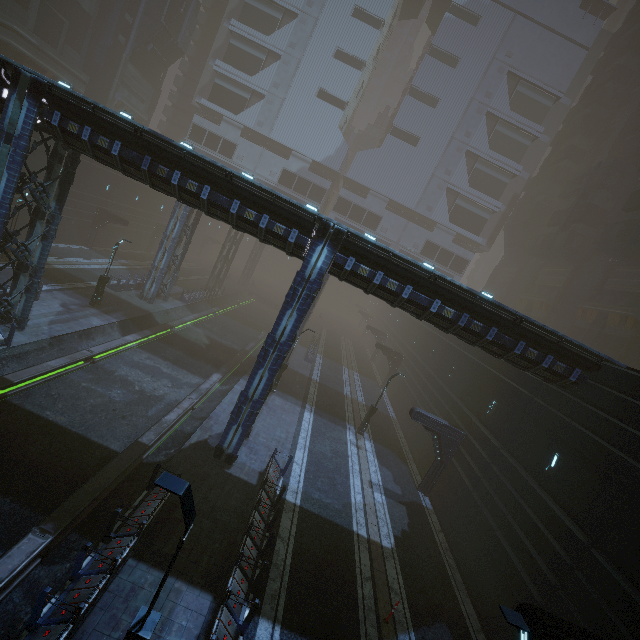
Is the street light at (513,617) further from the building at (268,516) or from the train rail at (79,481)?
the train rail at (79,481)

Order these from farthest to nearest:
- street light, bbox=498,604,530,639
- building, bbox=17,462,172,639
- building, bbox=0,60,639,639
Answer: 1. building, bbox=0,60,639,639
2. building, bbox=17,462,172,639
3. street light, bbox=498,604,530,639

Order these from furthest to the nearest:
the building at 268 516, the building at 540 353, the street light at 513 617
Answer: the building at 540 353, the building at 268 516, the street light at 513 617

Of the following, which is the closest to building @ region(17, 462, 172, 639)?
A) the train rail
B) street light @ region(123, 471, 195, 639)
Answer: the train rail

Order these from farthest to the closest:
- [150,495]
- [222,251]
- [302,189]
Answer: [302,189] < [222,251] < [150,495]

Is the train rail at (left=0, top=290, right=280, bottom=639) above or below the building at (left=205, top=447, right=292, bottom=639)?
below

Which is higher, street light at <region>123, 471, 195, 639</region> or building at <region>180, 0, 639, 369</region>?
building at <region>180, 0, 639, 369</region>

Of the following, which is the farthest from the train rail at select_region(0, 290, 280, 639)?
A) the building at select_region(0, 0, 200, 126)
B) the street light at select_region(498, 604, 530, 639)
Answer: the street light at select_region(498, 604, 530, 639)
